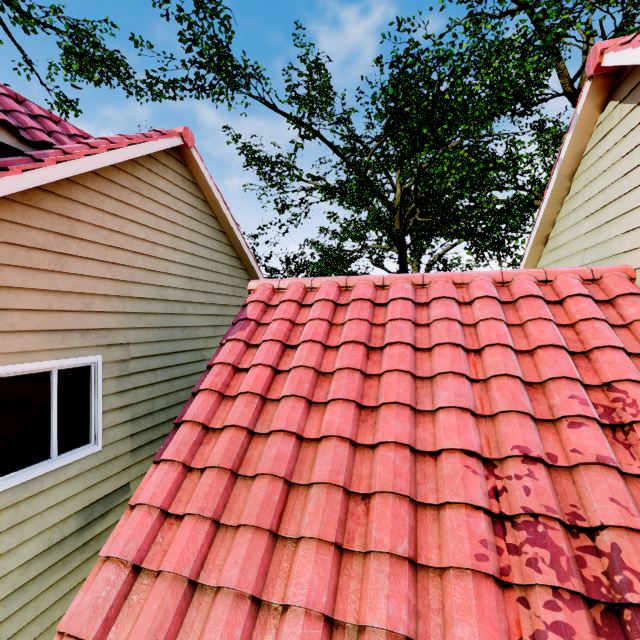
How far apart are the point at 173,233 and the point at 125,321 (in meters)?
1.99
